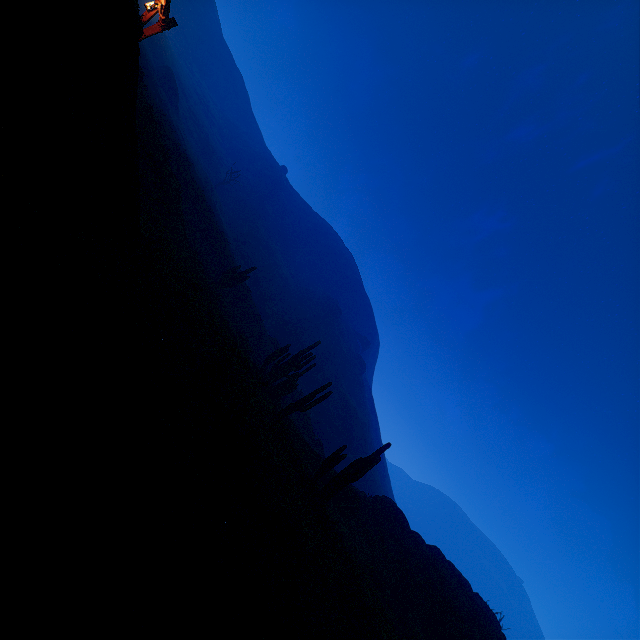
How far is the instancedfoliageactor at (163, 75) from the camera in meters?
49.2 m

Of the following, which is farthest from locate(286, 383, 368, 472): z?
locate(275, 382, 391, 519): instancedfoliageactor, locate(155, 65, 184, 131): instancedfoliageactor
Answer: locate(275, 382, 391, 519): instancedfoliageactor

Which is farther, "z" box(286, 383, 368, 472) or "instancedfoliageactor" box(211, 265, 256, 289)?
"z" box(286, 383, 368, 472)

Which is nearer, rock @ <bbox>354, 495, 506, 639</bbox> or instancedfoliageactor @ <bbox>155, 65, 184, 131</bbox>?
rock @ <bbox>354, 495, 506, 639</bbox>

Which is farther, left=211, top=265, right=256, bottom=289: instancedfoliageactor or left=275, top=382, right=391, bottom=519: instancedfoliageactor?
left=211, top=265, right=256, bottom=289: instancedfoliageactor

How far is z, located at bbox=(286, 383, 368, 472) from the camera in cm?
3497

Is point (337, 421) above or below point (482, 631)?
above

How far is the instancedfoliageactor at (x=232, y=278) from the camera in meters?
28.1 m
